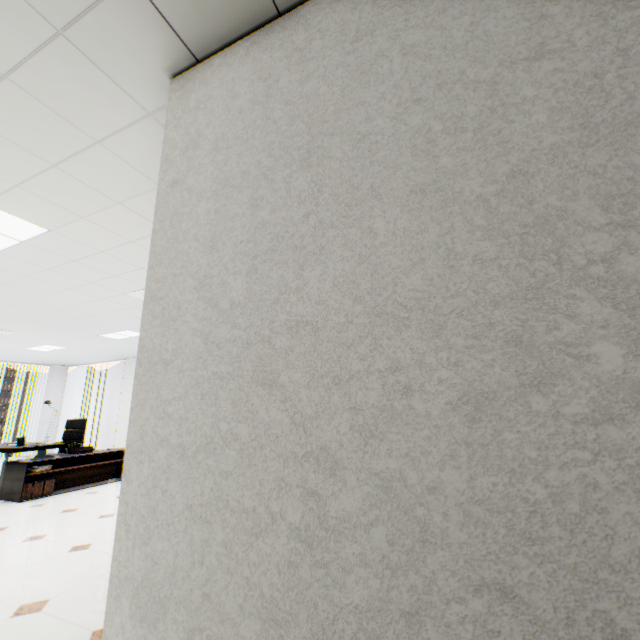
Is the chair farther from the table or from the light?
the light

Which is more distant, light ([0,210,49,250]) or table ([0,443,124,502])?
table ([0,443,124,502])

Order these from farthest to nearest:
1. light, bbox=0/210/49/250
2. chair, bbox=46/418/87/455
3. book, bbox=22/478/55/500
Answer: chair, bbox=46/418/87/455 → book, bbox=22/478/55/500 → light, bbox=0/210/49/250

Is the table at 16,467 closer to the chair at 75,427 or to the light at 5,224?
the chair at 75,427

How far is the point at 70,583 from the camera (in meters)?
2.40

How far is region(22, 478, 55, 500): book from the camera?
4.9 meters

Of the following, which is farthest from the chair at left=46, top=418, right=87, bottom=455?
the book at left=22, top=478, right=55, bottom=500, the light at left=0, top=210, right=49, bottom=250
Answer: the light at left=0, top=210, right=49, bottom=250

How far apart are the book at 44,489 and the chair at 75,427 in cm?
128
